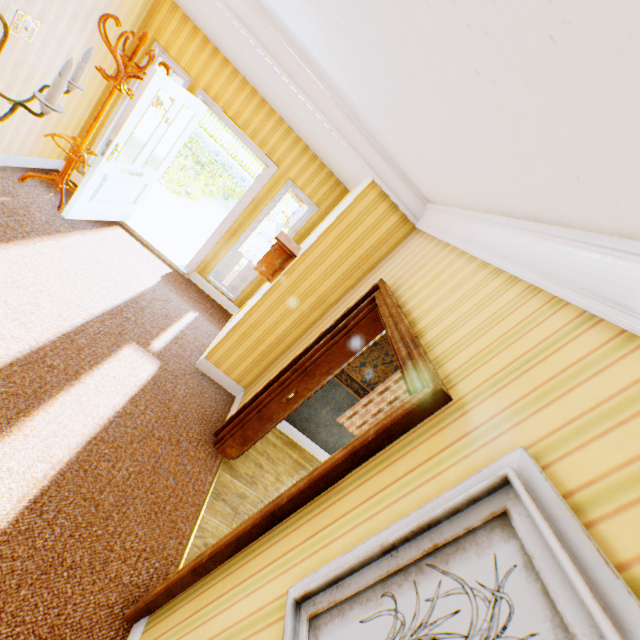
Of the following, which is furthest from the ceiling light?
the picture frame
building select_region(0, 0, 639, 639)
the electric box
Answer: the electric box

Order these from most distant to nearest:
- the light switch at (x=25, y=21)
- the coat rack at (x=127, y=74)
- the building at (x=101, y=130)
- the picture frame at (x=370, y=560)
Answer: the building at (x=101, y=130), the coat rack at (x=127, y=74), the light switch at (x=25, y=21), the picture frame at (x=370, y=560)

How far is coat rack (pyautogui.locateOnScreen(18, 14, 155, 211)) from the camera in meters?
3.5

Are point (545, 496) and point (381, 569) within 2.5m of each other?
yes

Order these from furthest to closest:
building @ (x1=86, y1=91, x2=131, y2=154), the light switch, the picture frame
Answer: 1. building @ (x1=86, y1=91, x2=131, y2=154)
2. the light switch
3. the picture frame

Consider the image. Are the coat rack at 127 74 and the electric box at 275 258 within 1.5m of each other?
no

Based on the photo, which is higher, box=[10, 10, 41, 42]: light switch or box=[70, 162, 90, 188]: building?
box=[10, 10, 41, 42]: light switch

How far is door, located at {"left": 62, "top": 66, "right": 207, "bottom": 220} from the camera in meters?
3.6
